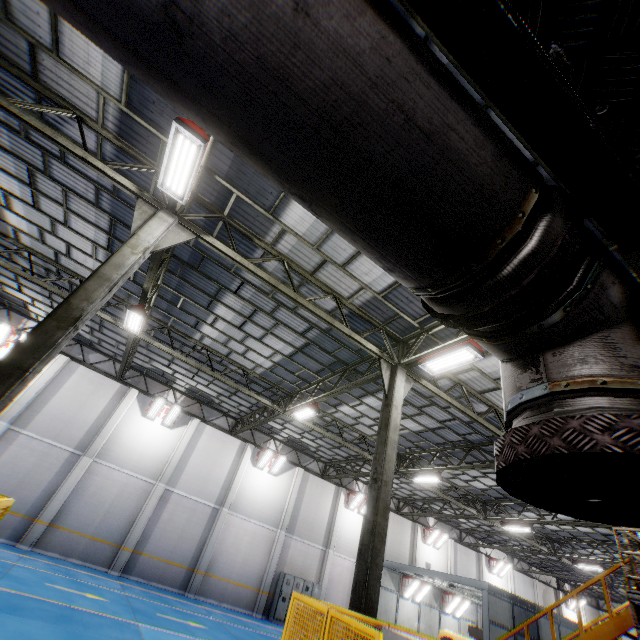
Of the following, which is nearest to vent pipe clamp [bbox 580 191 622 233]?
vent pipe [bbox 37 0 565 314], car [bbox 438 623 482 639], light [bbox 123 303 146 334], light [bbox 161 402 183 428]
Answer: vent pipe [bbox 37 0 565 314]

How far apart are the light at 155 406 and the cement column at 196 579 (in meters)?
5.62

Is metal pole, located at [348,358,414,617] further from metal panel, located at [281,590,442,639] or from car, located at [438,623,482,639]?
car, located at [438,623,482,639]

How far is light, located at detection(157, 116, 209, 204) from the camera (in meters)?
5.55

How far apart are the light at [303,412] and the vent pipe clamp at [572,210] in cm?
1249

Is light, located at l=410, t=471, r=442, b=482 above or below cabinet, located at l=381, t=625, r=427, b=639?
above

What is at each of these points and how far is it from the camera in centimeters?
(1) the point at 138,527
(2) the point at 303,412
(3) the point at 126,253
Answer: (1) cement column, 1650cm
(2) light, 1377cm
(3) metal pole, 653cm

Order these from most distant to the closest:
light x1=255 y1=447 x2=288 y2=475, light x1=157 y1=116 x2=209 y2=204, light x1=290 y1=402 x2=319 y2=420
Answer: light x1=255 y1=447 x2=288 y2=475 → light x1=290 y1=402 x2=319 y2=420 → light x1=157 y1=116 x2=209 y2=204
